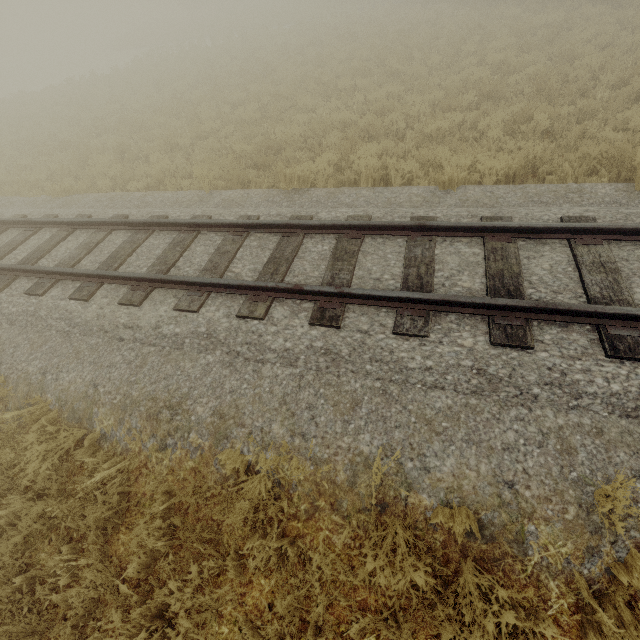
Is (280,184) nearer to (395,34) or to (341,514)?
(341,514)
